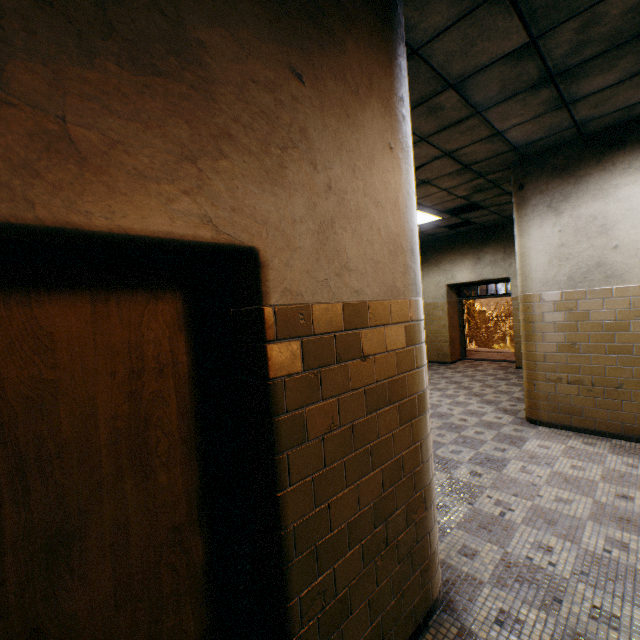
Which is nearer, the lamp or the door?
the door

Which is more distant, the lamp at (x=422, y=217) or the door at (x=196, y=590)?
the lamp at (x=422, y=217)

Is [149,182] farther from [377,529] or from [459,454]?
[459,454]

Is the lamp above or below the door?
above

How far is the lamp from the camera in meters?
7.2

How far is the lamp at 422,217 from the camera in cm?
722
